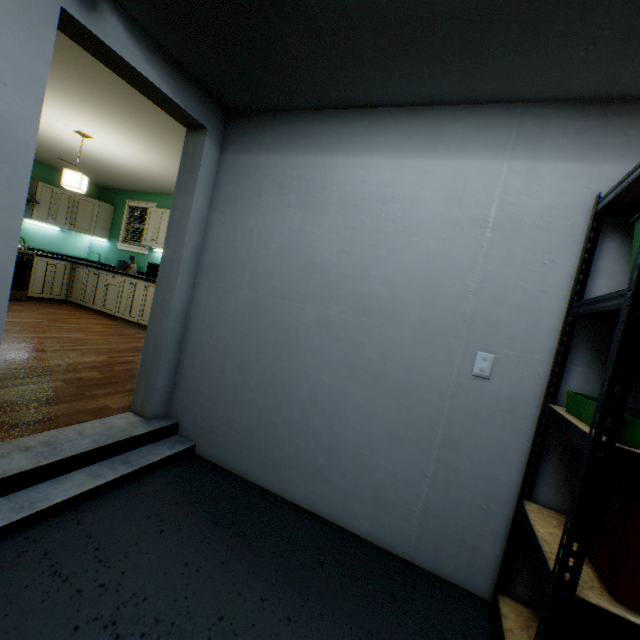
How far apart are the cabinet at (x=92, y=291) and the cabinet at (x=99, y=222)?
0.4m

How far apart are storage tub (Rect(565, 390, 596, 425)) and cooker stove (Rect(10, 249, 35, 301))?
7.4m

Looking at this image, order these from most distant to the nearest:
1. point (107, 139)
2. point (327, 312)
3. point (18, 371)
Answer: point (107, 139) → point (18, 371) → point (327, 312)

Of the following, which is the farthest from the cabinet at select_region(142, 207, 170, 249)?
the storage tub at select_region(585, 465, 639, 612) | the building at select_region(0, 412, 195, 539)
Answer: the storage tub at select_region(585, 465, 639, 612)

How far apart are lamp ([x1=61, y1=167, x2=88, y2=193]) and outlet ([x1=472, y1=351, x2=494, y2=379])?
4.8 meters

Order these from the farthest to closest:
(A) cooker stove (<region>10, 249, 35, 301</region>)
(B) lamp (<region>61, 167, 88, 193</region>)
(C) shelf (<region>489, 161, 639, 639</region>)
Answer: (A) cooker stove (<region>10, 249, 35, 301</region>), (B) lamp (<region>61, 167, 88, 193</region>), (C) shelf (<region>489, 161, 639, 639</region>)

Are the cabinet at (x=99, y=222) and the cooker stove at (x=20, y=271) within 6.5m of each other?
yes

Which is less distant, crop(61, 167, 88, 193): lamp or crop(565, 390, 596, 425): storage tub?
crop(565, 390, 596, 425): storage tub
